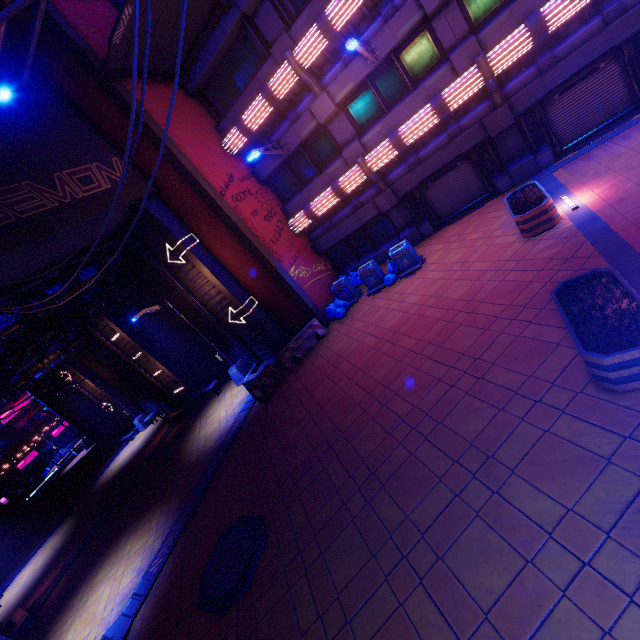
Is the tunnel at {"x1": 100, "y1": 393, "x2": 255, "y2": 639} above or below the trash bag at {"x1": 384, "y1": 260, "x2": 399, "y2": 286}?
below

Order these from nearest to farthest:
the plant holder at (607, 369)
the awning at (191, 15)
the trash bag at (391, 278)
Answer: the plant holder at (607, 369) < the awning at (191, 15) < the trash bag at (391, 278)

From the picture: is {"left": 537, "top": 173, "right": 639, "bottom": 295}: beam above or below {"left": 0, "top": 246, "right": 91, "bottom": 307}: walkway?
below

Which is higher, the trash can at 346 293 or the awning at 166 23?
the awning at 166 23

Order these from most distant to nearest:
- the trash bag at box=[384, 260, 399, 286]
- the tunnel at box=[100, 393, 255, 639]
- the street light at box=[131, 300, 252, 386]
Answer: the street light at box=[131, 300, 252, 386], the trash bag at box=[384, 260, 399, 286], the tunnel at box=[100, 393, 255, 639]

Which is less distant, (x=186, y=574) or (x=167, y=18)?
(x=186, y=574)

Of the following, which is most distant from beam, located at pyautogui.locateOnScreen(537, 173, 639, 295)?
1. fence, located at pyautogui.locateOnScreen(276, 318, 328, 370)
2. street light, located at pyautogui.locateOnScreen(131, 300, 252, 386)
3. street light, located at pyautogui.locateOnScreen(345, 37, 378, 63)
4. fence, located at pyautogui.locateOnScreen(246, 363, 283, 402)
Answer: street light, located at pyautogui.locateOnScreen(131, 300, 252, 386)

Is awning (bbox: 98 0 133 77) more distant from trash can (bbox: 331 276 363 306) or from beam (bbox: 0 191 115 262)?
trash can (bbox: 331 276 363 306)
